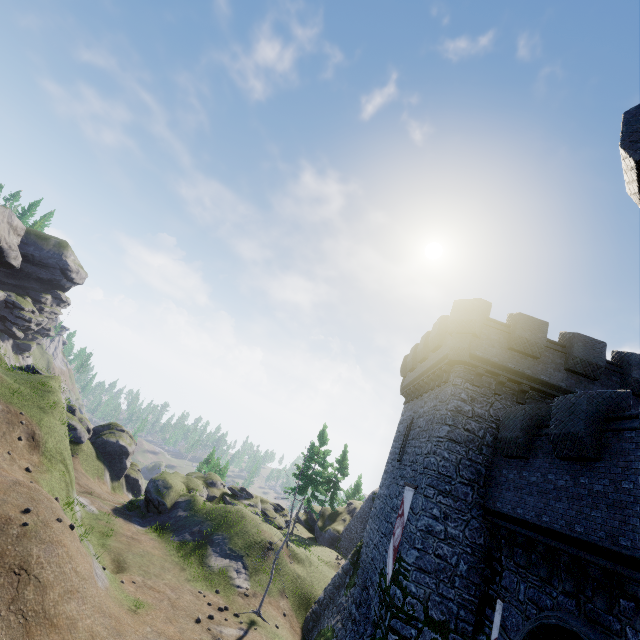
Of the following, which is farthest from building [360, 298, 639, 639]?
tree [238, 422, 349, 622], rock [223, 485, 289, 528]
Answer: rock [223, 485, 289, 528]

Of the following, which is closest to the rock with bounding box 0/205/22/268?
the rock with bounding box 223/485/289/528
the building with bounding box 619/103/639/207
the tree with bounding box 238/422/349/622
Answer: the rock with bounding box 223/485/289/528

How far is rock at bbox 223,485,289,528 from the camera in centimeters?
3465cm

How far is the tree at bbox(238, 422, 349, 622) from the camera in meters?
17.3

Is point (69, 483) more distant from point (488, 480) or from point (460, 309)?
point (460, 309)

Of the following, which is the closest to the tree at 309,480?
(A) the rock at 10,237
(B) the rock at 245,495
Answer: (B) the rock at 245,495

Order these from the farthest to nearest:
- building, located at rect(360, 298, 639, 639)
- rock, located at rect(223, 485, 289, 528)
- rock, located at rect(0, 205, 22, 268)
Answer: rock, located at rect(0, 205, 22, 268) → rock, located at rect(223, 485, 289, 528) → building, located at rect(360, 298, 639, 639)

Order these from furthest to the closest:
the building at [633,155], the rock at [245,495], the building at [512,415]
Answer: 1. the rock at [245,495]
2. the building at [512,415]
3. the building at [633,155]
